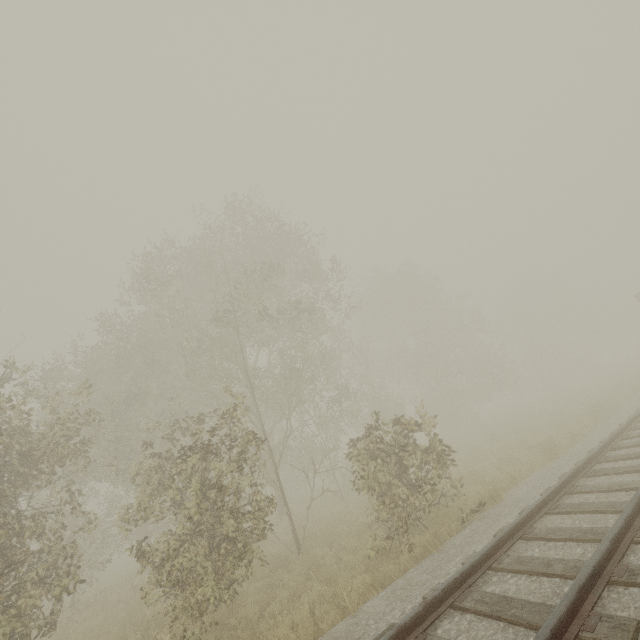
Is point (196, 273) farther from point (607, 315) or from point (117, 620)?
point (607, 315)
